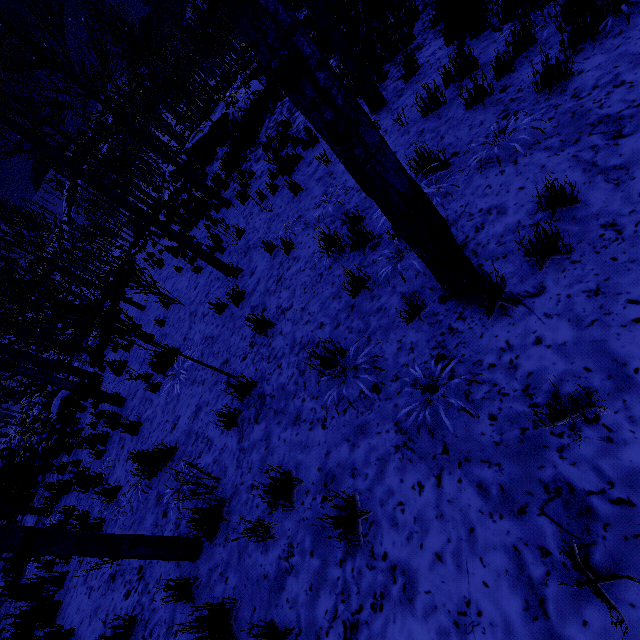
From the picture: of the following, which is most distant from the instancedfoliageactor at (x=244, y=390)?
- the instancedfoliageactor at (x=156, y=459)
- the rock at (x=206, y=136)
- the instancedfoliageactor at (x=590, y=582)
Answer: the rock at (x=206, y=136)

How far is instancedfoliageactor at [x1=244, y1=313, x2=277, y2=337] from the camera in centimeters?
440cm

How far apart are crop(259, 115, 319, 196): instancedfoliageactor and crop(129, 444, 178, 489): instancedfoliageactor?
4.9 meters

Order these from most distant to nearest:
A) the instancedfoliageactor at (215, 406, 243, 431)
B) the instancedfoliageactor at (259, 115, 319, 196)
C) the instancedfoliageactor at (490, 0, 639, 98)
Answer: the instancedfoliageactor at (259, 115, 319, 196)
the instancedfoliageactor at (215, 406, 243, 431)
the instancedfoliageactor at (490, 0, 639, 98)

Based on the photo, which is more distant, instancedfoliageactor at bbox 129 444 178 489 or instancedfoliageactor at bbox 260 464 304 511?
instancedfoliageactor at bbox 129 444 178 489

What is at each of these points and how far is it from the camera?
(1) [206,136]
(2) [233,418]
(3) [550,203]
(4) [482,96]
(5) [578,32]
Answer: (1) rock, 22.3m
(2) instancedfoliageactor, 4.0m
(3) instancedfoliageactor, 2.5m
(4) instancedfoliageactor, 3.9m
(5) instancedfoliageactor, 3.3m

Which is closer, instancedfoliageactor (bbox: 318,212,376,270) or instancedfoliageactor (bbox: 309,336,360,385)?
instancedfoliageactor (bbox: 309,336,360,385)

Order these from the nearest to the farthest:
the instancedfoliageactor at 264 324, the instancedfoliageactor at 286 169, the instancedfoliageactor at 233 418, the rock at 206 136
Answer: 1. the instancedfoliageactor at 233 418
2. the instancedfoliageactor at 264 324
3. the instancedfoliageactor at 286 169
4. the rock at 206 136
